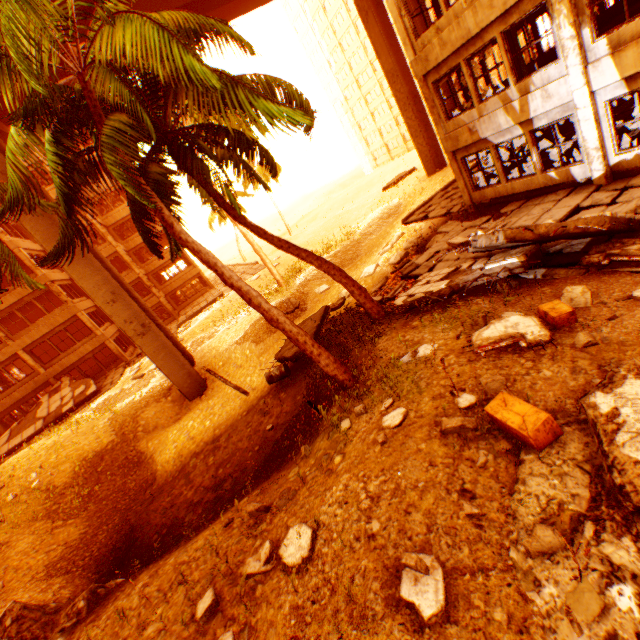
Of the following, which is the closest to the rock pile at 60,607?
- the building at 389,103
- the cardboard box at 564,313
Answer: the cardboard box at 564,313

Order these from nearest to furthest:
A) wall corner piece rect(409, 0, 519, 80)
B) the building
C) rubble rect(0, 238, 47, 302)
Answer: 1. rubble rect(0, 238, 47, 302)
2. wall corner piece rect(409, 0, 519, 80)
3. the building

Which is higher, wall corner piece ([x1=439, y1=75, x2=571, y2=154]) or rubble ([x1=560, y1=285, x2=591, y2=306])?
wall corner piece ([x1=439, y1=75, x2=571, y2=154])

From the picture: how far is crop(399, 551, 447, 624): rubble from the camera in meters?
2.9

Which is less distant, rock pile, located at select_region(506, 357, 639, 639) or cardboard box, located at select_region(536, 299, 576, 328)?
rock pile, located at select_region(506, 357, 639, 639)

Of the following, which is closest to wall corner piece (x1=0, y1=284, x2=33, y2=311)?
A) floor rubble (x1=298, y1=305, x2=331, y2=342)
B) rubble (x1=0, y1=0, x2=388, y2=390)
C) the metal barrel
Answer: rubble (x1=0, y1=0, x2=388, y2=390)

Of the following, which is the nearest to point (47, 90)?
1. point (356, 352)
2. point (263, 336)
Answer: point (356, 352)

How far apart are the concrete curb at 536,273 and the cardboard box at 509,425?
4.28m
